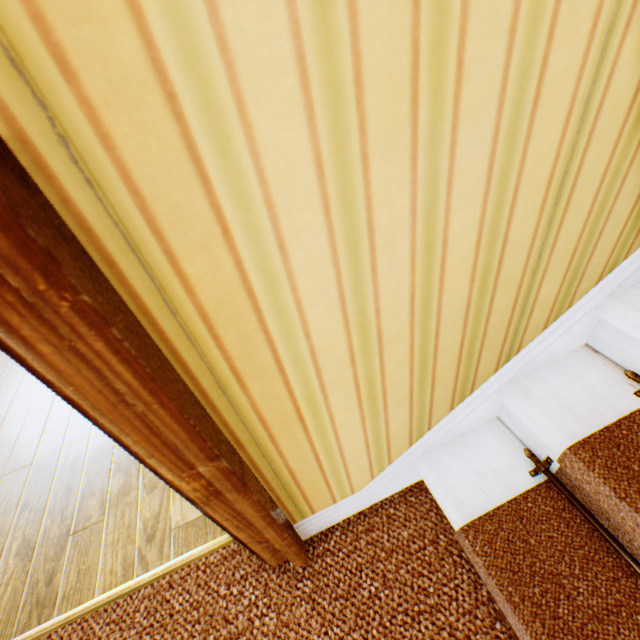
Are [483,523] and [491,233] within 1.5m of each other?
yes
